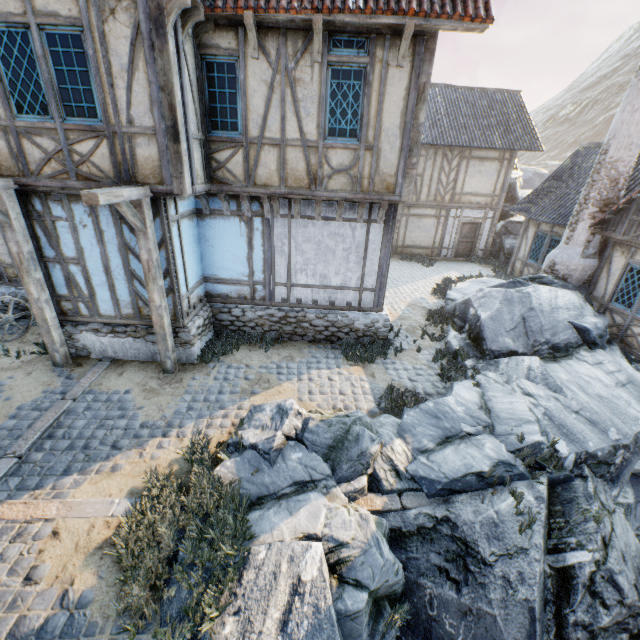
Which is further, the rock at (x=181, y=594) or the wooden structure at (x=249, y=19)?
the wooden structure at (x=249, y=19)

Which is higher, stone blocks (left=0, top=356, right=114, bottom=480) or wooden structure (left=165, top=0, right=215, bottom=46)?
wooden structure (left=165, top=0, right=215, bottom=46)

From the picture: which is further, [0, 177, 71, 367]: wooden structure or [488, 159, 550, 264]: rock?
[488, 159, 550, 264]: rock

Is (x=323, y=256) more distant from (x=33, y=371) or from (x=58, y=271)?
(x=33, y=371)

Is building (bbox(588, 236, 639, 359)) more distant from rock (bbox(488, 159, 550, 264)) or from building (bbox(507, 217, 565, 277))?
rock (bbox(488, 159, 550, 264))

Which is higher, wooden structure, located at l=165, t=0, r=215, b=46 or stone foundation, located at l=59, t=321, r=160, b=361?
wooden structure, located at l=165, t=0, r=215, b=46

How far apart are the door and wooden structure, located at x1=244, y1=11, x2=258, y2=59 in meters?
14.9 m

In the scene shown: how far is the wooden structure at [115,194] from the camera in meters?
5.0
